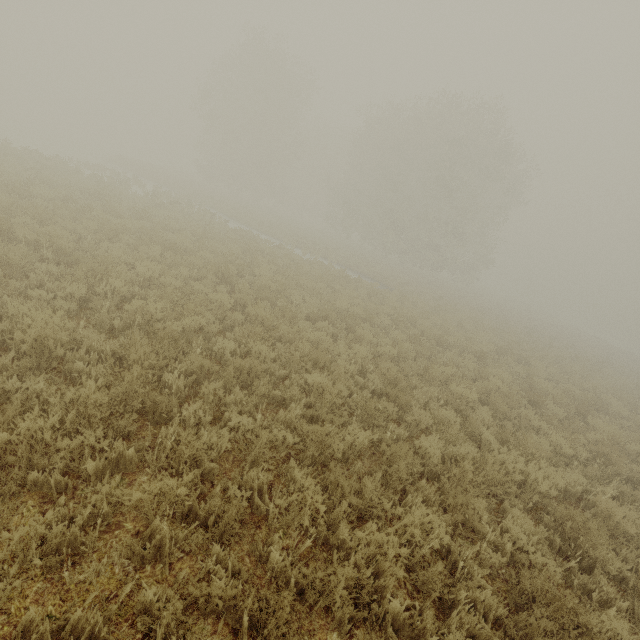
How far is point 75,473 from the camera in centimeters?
342cm
